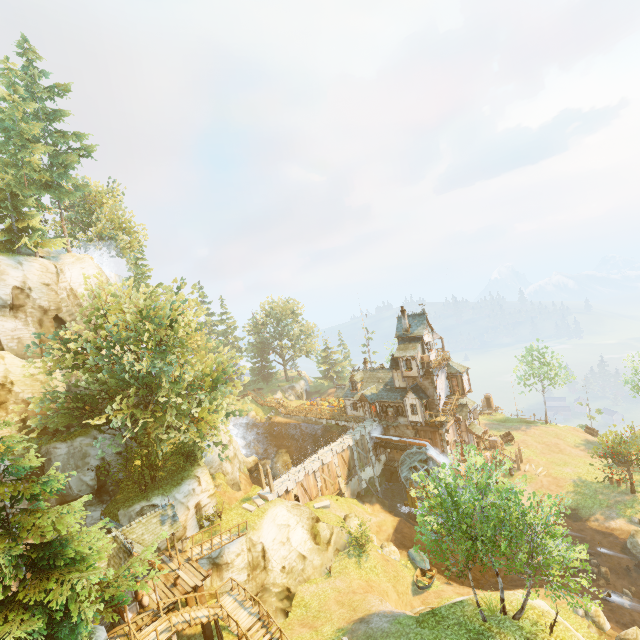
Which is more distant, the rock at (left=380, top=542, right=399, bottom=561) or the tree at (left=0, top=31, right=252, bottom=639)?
the rock at (left=380, top=542, right=399, bottom=561)

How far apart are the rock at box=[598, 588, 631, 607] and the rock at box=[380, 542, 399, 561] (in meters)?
15.35

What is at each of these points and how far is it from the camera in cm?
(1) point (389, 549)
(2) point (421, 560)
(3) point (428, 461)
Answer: (1) rock, 2900
(2) boat, 2870
(3) water wheel, 3778

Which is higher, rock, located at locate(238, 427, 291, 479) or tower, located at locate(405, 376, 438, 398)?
tower, located at locate(405, 376, 438, 398)

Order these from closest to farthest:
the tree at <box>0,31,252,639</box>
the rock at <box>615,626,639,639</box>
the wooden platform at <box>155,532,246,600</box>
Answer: the tree at <box>0,31,252,639</box>
the rock at <box>615,626,639,639</box>
the wooden platform at <box>155,532,246,600</box>

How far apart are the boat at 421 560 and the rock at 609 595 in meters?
12.2 m

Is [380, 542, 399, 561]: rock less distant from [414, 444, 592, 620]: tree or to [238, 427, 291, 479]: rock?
[414, 444, 592, 620]: tree

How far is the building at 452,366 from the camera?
Answer: 41.12m
